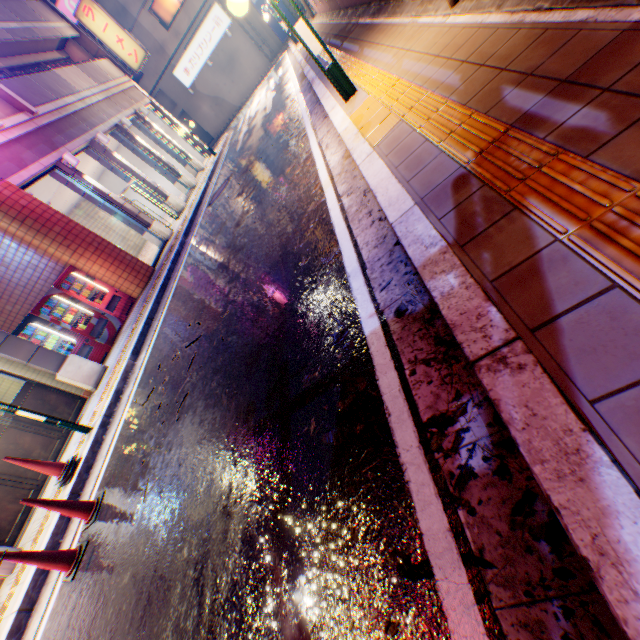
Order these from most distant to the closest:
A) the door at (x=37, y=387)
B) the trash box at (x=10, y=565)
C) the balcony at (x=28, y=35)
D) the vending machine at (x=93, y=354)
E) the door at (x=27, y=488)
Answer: the balcony at (x=28, y=35) < the vending machine at (x=93, y=354) < the door at (x=37, y=387) < the door at (x=27, y=488) < the trash box at (x=10, y=565)

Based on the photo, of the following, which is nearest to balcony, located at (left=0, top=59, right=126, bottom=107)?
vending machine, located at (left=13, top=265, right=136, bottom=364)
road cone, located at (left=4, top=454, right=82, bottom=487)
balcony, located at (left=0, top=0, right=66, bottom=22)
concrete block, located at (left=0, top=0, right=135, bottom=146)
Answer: concrete block, located at (left=0, top=0, right=135, bottom=146)

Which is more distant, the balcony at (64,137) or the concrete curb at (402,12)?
the balcony at (64,137)

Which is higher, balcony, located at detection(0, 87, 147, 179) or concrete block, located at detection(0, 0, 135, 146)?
concrete block, located at detection(0, 0, 135, 146)

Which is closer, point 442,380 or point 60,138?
point 442,380

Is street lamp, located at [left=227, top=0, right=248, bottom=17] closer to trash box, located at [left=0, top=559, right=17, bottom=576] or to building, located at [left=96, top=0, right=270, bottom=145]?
trash box, located at [left=0, top=559, right=17, bottom=576]

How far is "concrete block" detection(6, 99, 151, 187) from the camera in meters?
9.7 m

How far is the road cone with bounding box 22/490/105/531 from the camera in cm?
408
